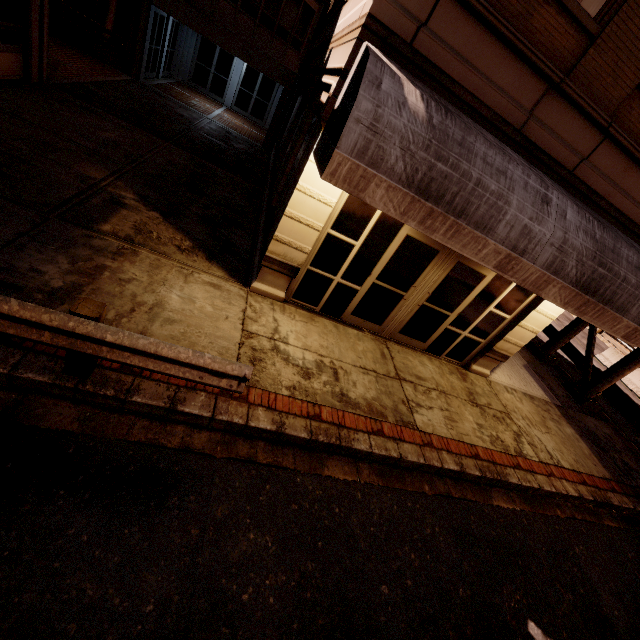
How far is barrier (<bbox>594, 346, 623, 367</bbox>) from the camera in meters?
18.2 m

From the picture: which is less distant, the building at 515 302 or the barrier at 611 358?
the building at 515 302

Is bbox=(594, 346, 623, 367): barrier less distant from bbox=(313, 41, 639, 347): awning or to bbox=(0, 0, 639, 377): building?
bbox=(313, 41, 639, 347): awning

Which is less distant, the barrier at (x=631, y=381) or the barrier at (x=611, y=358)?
the barrier at (x=631, y=381)

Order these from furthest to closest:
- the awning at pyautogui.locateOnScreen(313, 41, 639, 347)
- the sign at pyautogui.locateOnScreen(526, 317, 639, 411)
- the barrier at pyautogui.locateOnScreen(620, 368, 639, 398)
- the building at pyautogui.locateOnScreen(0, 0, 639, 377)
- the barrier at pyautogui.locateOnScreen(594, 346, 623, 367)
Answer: the barrier at pyautogui.locateOnScreen(594, 346, 623, 367) < the barrier at pyautogui.locateOnScreen(620, 368, 639, 398) < the sign at pyautogui.locateOnScreen(526, 317, 639, 411) < the building at pyautogui.locateOnScreen(0, 0, 639, 377) < the awning at pyautogui.locateOnScreen(313, 41, 639, 347)

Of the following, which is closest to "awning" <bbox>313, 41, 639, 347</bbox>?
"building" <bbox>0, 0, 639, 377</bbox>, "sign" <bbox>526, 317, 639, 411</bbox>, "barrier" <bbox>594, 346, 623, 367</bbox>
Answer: "building" <bbox>0, 0, 639, 377</bbox>

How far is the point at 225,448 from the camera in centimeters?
415cm
